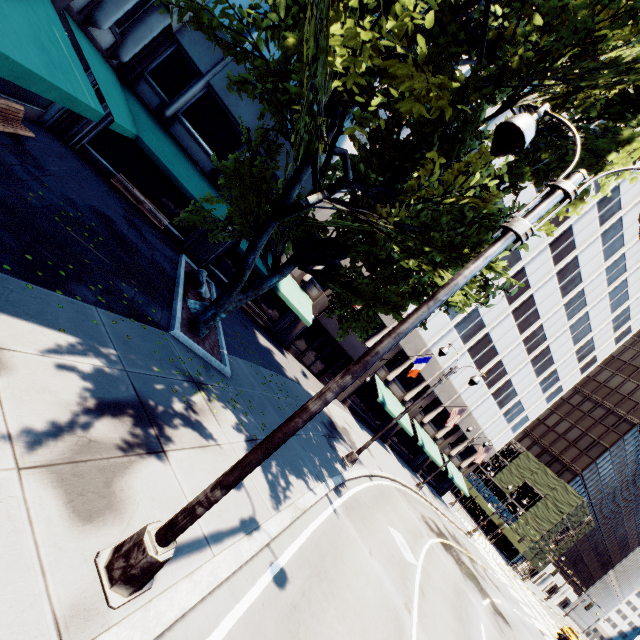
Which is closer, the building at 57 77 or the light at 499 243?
the light at 499 243

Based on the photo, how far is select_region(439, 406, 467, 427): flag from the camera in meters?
28.4 m

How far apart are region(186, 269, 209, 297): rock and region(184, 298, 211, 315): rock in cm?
159

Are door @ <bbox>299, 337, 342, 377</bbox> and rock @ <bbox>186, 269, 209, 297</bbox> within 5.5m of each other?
no

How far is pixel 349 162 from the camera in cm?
717

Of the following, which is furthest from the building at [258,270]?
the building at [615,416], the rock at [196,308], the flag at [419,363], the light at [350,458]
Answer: the building at [615,416]

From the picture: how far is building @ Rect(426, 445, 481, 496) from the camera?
35.9m

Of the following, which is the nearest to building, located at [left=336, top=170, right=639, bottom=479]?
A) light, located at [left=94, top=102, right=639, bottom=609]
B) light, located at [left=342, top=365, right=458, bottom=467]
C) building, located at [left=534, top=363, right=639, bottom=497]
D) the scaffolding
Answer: light, located at [left=94, top=102, right=639, bottom=609]
